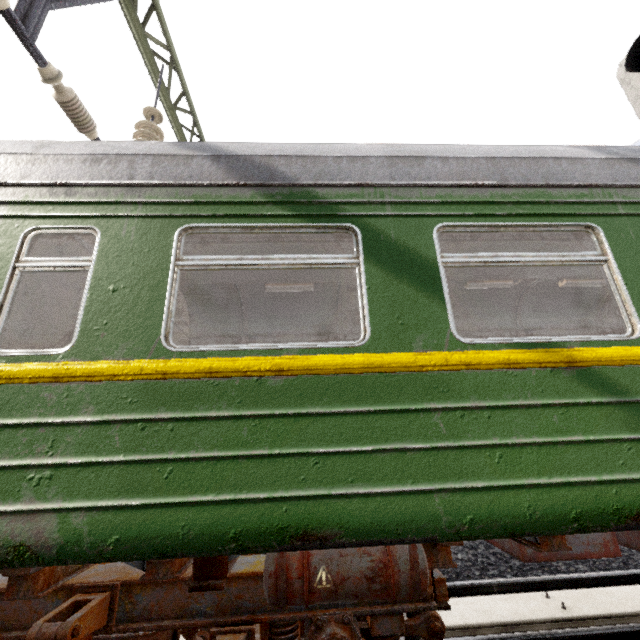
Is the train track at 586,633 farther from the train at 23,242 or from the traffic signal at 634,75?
the traffic signal at 634,75

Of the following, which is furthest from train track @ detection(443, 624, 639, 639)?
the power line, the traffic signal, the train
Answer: the power line

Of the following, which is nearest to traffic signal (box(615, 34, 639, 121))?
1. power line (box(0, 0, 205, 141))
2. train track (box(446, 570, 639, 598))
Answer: train track (box(446, 570, 639, 598))

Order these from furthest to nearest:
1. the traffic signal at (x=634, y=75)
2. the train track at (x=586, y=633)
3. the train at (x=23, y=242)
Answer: the traffic signal at (x=634, y=75) → the train track at (x=586, y=633) → the train at (x=23, y=242)

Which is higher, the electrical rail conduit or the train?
the train

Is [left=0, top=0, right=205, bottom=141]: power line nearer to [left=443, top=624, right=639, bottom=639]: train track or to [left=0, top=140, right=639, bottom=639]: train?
[left=0, top=140, right=639, bottom=639]: train

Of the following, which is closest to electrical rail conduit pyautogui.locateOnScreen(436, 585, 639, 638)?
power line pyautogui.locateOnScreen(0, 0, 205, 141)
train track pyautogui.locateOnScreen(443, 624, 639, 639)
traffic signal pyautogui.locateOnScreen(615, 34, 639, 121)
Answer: train track pyautogui.locateOnScreen(443, 624, 639, 639)

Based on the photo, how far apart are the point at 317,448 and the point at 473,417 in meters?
1.0
